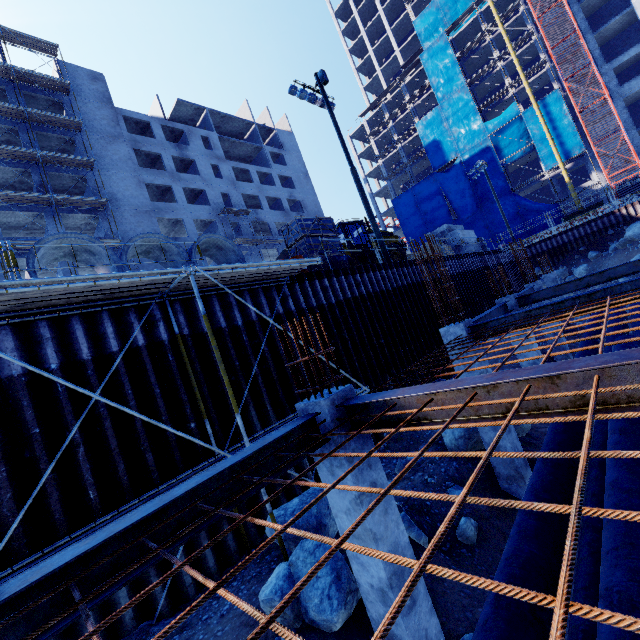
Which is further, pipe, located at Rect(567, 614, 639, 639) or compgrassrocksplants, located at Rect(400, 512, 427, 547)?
compgrassrocksplants, located at Rect(400, 512, 427, 547)

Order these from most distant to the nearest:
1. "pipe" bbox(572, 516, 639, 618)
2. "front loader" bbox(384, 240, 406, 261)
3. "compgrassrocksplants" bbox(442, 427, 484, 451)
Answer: "front loader" bbox(384, 240, 406, 261)
"compgrassrocksplants" bbox(442, 427, 484, 451)
"pipe" bbox(572, 516, 639, 618)

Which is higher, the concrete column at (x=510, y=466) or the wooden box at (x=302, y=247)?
the wooden box at (x=302, y=247)

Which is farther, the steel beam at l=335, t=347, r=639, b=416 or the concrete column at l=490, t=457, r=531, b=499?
the concrete column at l=490, t=457, r=531, b=499

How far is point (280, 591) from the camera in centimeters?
492cm

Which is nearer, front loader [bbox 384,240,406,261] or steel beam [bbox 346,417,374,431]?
steel beam [bbox 346,417,374,431]

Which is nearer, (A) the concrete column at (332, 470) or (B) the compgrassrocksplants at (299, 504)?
(A) the concrete column at (332, 470)

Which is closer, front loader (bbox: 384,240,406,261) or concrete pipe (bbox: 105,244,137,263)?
concrete pipe (bbox: 105,244,137,263)
